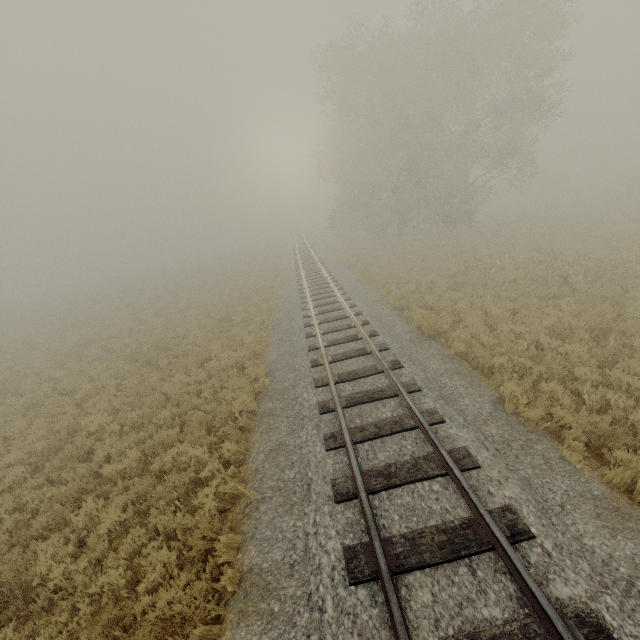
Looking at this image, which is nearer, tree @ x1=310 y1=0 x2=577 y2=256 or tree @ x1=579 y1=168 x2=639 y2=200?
tree @ x1=310 y1=0 x2=577 y2=256

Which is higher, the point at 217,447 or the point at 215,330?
the point at 215,330

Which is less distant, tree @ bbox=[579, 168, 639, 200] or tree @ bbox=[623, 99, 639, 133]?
tree @ bbox=[579, 168, 639, 200]

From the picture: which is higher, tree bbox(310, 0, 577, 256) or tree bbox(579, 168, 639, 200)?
tree bbox(310, 0, 577, 256)

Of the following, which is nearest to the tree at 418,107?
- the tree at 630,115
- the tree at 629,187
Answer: the tree at 629,187

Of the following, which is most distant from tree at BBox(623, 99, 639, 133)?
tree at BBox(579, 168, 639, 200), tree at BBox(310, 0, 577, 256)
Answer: tree at BBox(310, 0, 577, 256)

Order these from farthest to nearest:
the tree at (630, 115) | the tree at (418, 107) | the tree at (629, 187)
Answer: the tree at (630, 115), the tree at (629, 187), the tree at (418, 107)

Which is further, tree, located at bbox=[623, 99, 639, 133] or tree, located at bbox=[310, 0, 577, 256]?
tree, located at bbox=[623, 99, 639, 133]
